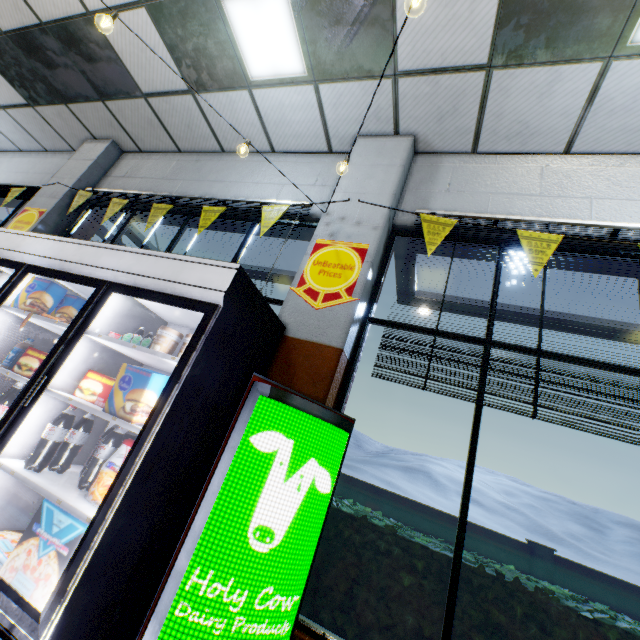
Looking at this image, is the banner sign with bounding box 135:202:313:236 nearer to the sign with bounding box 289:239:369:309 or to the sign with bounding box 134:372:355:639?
the sign with bounding box 289:239:369:309

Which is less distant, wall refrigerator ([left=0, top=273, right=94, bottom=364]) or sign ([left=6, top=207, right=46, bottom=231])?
wall refrigerator ([left=0, top=273, right=94, bottom=364])

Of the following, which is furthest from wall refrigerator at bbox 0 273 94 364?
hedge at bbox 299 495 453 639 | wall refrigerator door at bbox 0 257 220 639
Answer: hedge at bbox 299 495 453 639

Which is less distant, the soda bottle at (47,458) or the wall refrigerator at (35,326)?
the soda bottle at (47,458)

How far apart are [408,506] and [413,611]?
8.2m

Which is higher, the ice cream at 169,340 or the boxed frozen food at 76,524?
the ice cream at 169,340

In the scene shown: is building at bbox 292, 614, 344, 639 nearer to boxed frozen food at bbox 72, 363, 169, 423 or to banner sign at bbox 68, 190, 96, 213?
banner sign at bbox 68, 190, 96, 213

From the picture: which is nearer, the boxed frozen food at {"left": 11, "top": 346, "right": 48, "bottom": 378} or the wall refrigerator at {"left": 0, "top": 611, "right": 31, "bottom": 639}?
the wall refrigerator at {"left": 0, "top": 611, "right": 31, "bottom": 639}
